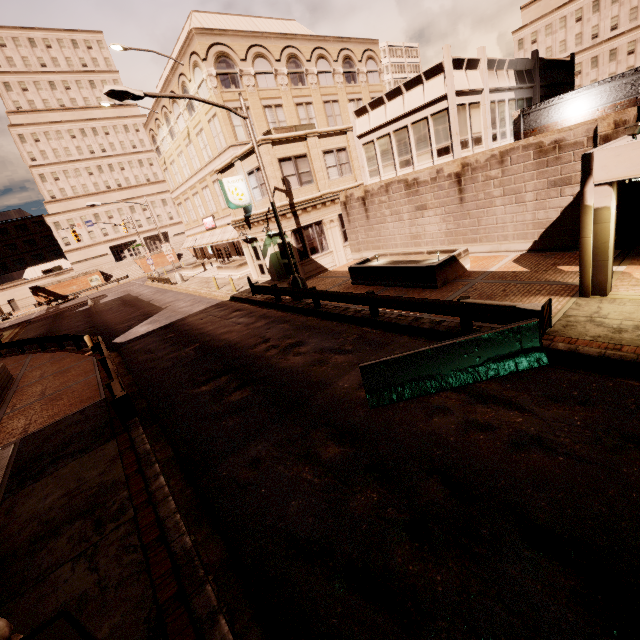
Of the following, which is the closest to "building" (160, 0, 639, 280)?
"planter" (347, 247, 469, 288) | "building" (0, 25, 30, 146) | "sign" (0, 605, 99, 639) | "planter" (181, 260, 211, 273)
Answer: "planter" (347, 247, 469, 288)

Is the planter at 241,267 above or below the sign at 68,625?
below

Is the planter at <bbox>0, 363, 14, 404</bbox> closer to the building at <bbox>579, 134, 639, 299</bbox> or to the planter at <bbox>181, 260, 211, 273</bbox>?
the building at <bbox>579, 134, 639, 299</bbox>

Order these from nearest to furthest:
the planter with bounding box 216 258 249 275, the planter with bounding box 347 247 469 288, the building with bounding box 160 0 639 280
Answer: the planter with bounding box 347 247 469 288, the building with bounding box 160 0 639 280, the planter with bounding box 216 258 249 275

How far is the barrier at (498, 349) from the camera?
7.0m

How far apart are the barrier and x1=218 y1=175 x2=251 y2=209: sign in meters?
16.4 m

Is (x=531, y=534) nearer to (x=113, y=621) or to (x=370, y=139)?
(x=113, y=621)

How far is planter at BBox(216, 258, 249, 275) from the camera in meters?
29.6 m
